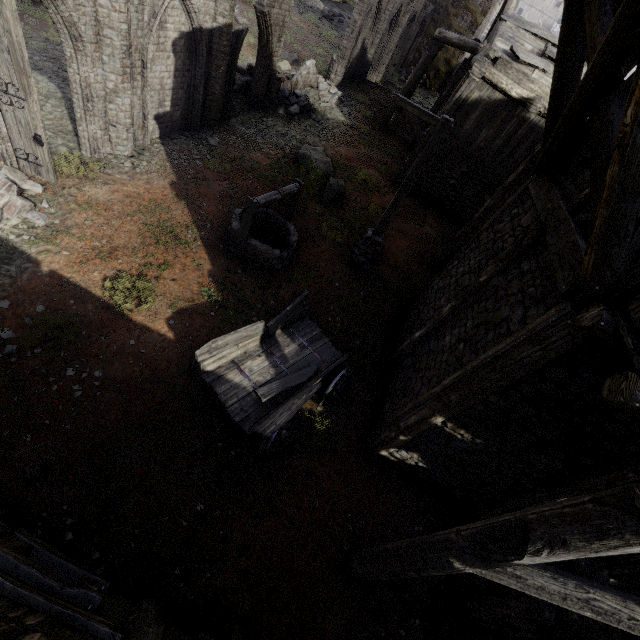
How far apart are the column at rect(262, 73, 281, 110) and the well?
7.93m

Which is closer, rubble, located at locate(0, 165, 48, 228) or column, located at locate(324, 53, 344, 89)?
rubble, located at locate(0, 165, 48, 228)

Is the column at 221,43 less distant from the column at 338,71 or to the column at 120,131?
the column at 120,131

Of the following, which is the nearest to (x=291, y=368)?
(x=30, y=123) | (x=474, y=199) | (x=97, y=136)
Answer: (x=30, y=123)

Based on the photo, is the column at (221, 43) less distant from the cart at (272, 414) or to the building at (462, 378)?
the building at (462, 378)

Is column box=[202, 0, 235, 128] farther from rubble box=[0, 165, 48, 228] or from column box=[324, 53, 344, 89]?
column box=[324, 53, 344, 89]

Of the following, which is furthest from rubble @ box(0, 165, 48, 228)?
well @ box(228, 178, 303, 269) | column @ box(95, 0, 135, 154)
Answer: well @ box(228, 178, 303, 269)

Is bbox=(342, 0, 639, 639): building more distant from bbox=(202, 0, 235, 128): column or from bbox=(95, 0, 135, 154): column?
bbox=(95, 0, 135, 154): column
